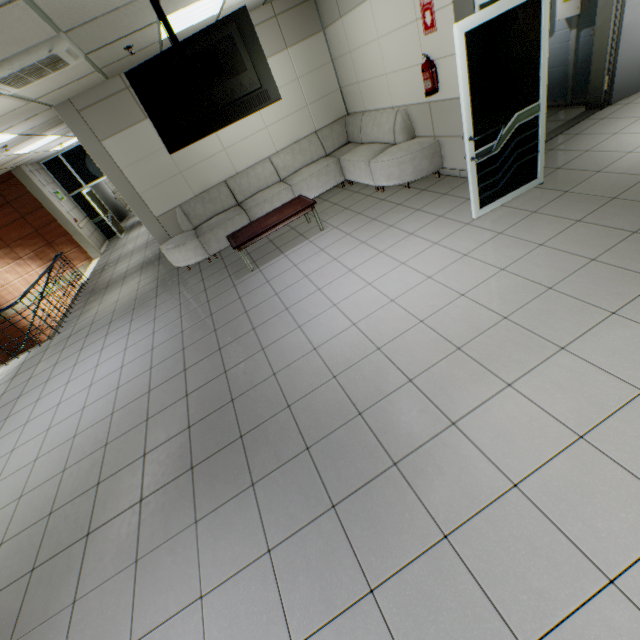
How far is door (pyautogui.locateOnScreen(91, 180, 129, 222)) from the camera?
15.3m

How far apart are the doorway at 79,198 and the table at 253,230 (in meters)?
9.32

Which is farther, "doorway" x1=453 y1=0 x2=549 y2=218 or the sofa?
the sofa

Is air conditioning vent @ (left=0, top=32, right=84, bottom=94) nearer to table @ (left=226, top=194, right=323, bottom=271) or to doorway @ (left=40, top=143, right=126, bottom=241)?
table @ (left=226, top=194, right=323, bottom=271)

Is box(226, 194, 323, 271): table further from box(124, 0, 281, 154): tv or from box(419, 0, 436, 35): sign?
box(419, 0, 436, 35): sign

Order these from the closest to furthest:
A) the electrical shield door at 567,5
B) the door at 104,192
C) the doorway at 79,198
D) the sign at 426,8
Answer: the sign at 426,8, the electrical shield door at 567,5, the doorway at 79,198, the door at 104,192

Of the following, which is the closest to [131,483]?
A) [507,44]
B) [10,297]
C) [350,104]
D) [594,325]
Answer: [594,325]

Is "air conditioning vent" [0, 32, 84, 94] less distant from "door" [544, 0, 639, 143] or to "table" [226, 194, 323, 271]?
"table" [226, 194, 323, 271]
